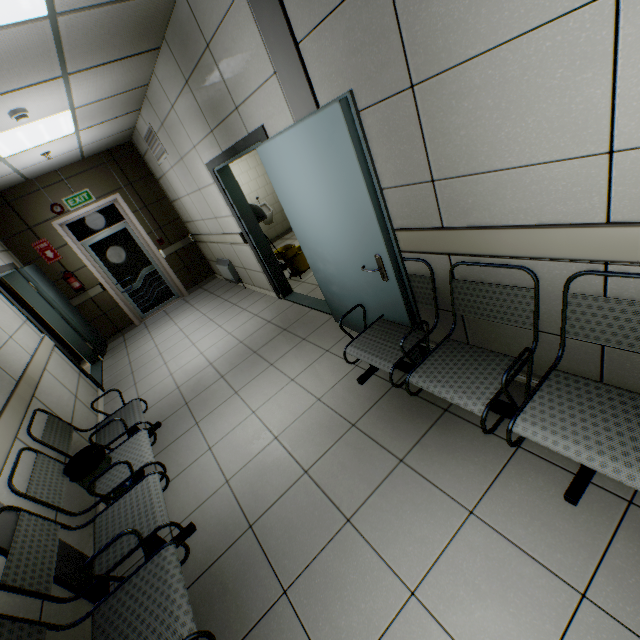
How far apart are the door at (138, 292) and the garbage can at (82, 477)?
5.4m

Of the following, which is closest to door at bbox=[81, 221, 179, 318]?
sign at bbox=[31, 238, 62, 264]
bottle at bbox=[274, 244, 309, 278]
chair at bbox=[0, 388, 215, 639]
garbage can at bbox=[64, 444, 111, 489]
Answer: sign at bbox=[31, 238, 62, 264]

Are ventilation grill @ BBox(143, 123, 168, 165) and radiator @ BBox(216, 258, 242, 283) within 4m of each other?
yes

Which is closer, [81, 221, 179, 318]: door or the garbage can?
the garbage can

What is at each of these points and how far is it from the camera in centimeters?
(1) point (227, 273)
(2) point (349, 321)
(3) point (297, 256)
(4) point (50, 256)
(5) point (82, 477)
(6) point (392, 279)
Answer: (1) radiator, 652cm
(2) door, 353cm
(3) bottle, 549cm
(4) sign, 626cm
(5) garbage can, 243cm
(6) door, 236cm

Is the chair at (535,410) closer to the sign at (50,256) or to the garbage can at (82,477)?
the garbage can at (82,477)

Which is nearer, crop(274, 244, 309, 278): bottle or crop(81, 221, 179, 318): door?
crop(274, 244, 309, 278): bottle

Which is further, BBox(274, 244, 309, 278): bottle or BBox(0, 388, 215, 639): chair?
BBox(274, 244, 309, 278): bottle
